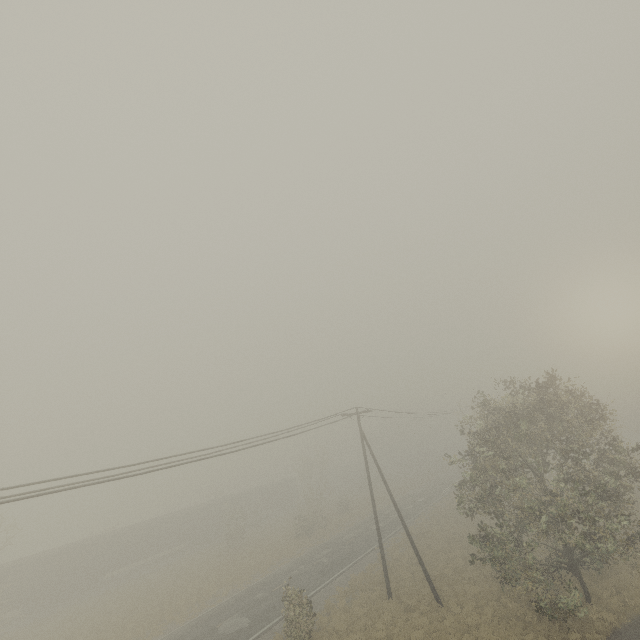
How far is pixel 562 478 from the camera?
18.2m
